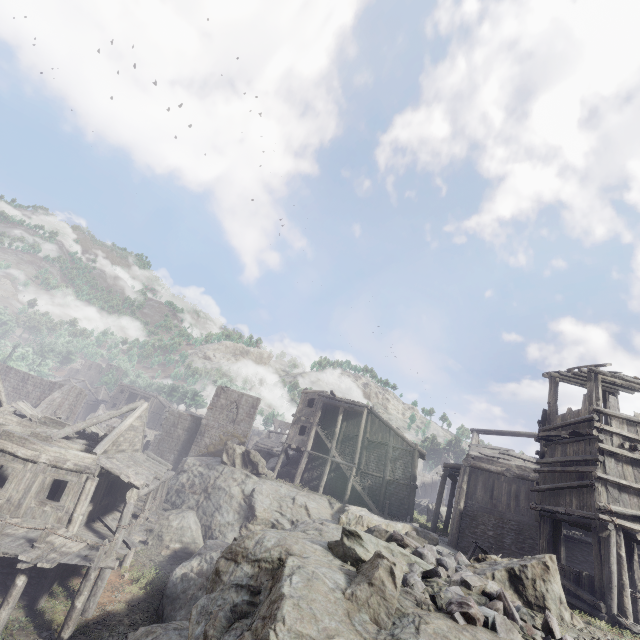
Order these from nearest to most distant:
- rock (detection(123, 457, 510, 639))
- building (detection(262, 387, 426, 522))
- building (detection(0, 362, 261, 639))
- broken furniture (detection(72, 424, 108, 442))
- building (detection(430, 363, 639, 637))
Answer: rock (detection(123, 457, 510, 639)) → building (detection(430, 363, 639, 637)) → building (detection(0, 362, 261, 639)) → broken furniture (detection(72, 424, 108, 442)) → building (detection(262, 387, 426, 522))

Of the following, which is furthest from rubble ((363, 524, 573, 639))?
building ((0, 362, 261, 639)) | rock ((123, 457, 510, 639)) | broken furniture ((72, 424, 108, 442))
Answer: broken furniture ((72, 424, 108, 442))

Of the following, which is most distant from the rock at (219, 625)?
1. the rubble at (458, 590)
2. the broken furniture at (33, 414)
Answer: the broken furniture at (33, 414)

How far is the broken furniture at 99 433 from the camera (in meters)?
21.12

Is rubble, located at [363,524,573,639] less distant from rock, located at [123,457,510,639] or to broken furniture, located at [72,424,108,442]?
rock, located at [123,457,510,639]

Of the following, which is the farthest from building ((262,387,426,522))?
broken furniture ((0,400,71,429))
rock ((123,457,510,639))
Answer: broken furniture ((0,400,71,429))

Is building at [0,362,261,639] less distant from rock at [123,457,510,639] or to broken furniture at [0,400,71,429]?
rock at [123,457,510,639]

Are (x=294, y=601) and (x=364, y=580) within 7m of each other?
yes
